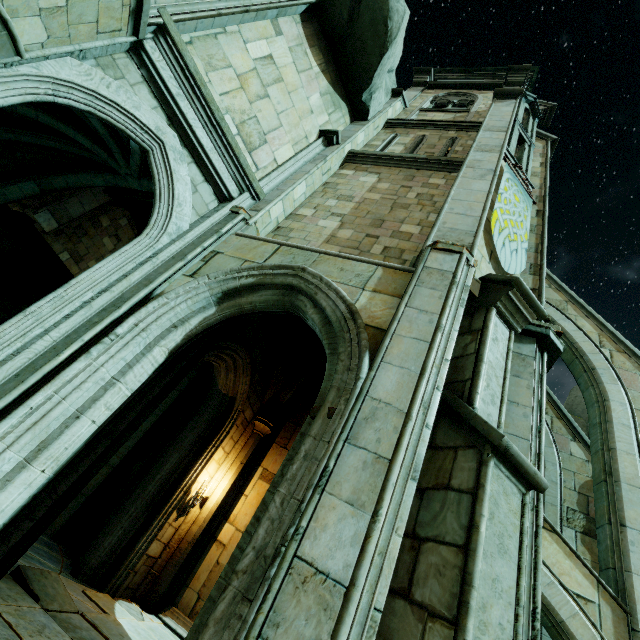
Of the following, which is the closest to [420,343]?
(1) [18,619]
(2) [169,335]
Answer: (2) [169,335]

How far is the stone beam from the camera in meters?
7.6

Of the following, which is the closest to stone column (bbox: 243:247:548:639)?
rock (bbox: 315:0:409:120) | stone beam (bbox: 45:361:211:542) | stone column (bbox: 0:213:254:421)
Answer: stone column (bbox: 0:213:254:421)

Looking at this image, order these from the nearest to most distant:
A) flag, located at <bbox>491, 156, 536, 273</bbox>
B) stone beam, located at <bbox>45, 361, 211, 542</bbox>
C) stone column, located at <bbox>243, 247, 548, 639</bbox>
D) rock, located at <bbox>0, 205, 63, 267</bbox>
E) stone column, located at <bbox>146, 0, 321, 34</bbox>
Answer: stone column, located at <bbox>243, 247, 548, 639</bbox>
stone column, located at <bbox>146, 0, 321, 34</bbox>
flag, located at <bbox>491, 156, 536, 273</bbox>
stone beam, located at <bbox>45, 361, 211, 542</bbox>
rock, located at <bbox>0, 205, 63, 267</bbox>

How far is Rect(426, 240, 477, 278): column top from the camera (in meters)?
4.87

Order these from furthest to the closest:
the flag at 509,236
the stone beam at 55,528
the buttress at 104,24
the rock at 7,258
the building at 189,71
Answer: the rock at 7,258
the stone beam at 55,528
the flag at 509,236
the building at 189,71
the buttress at 104,24

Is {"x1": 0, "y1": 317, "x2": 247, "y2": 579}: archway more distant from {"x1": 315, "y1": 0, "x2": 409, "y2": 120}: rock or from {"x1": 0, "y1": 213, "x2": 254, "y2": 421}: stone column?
{"x1": 315, "y1": 0, "x2": 409, "y2": 120}: rock

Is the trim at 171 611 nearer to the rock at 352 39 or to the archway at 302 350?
the archway at 302 350
